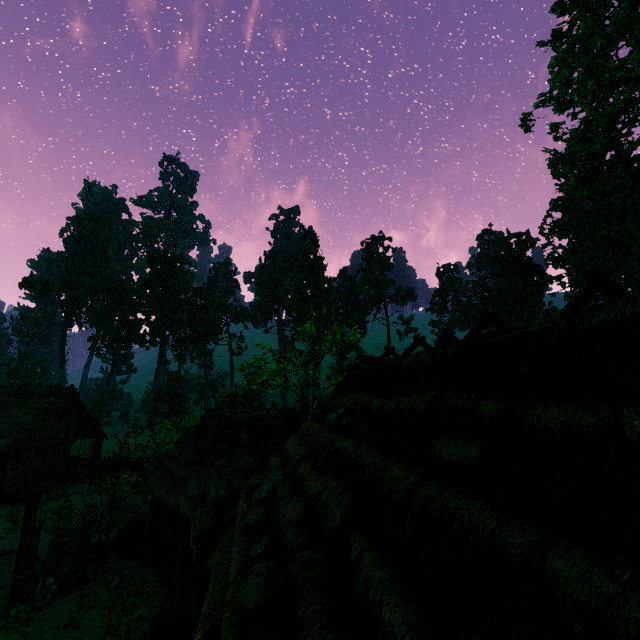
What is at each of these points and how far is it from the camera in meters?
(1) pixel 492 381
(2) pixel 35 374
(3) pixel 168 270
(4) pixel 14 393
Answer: (1) building, 4.0 m
(2) treerock, 53.1 m
(3) treerock, 54.2 m
(4) building, 27.1 m

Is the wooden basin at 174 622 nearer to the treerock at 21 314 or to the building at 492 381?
the building at 492 381

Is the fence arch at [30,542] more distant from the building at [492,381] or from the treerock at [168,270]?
the treerock at [168,270]

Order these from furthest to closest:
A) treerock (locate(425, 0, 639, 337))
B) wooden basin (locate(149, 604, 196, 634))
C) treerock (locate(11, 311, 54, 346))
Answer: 1. treerock (locate(11, 311, 54, 346))
2. treerock (locate(425, 0, 639, 337))
3. wooden basin (locate(149, 604, 196, 634))

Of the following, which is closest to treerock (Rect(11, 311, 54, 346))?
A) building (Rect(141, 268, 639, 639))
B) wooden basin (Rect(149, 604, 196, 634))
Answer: building (Rect(141, 268, 639, 639))

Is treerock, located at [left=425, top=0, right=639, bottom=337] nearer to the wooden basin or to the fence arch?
the fence arch

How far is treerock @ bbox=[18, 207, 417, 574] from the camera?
25.03m

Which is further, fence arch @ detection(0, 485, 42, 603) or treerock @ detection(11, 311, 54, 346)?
treerock @ detection(11, 311, 54, 346)
